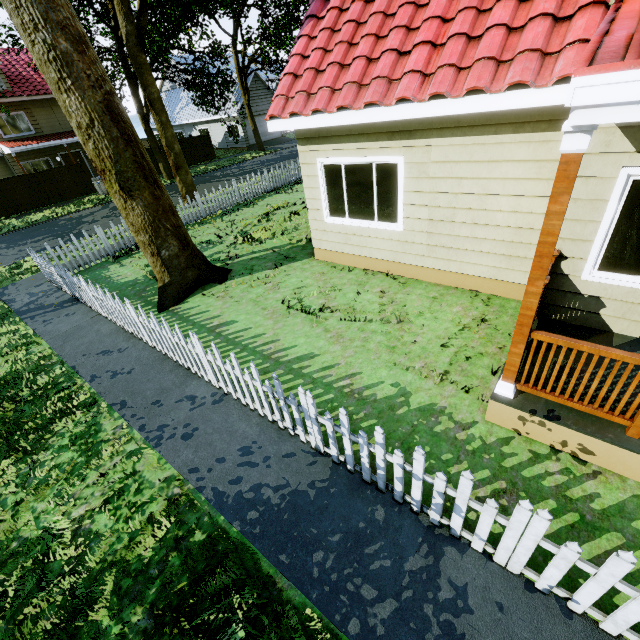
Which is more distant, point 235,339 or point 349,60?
point 235,339

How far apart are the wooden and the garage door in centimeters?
3537cm

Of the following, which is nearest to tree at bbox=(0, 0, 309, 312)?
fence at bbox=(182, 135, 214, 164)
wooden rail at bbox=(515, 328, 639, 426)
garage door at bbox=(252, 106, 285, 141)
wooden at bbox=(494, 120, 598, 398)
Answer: fence at bbox=(182, 135, 214, 164)

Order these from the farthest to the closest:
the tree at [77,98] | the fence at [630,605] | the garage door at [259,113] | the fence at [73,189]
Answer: the garage door at [259,113] < the fence at [73,189] < the tree at [77,98] < the fence at [630,605]

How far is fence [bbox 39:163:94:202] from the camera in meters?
21.6 m

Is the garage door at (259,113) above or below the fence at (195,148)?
above

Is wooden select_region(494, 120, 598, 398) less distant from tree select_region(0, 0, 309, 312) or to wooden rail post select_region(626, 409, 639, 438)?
wooden rail post select_region(626, 409, 639, 438)

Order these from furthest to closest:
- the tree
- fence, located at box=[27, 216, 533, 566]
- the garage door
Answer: the garage door
the tree
fence, located at box=[27, 216, 533, 566]
